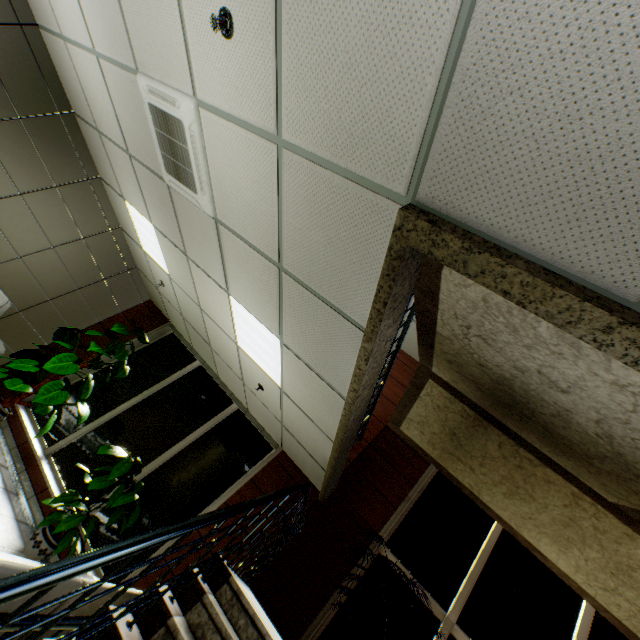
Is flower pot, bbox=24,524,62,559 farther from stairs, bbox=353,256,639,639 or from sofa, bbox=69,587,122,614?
stairs, bbox=353,256,639,639

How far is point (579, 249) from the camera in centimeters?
118cm

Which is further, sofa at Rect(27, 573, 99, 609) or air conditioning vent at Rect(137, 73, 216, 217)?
air conditioning vent at Rect(137, 73, 216, 217)

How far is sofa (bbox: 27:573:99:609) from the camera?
1.8m

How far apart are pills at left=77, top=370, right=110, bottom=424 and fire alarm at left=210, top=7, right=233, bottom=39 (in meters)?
5.79

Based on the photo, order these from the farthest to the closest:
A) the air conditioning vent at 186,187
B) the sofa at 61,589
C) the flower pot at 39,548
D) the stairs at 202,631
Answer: the flower pot at 39,548
the air conditioning vent at 186,187
the sofa at 61,589
the stairs at 202,631

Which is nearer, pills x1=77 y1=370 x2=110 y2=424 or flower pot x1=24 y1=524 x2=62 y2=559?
flower pot x1=24 y1=524 x2=62 y2=559

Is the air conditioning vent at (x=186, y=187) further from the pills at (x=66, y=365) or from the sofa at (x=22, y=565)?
the pills at (x=66, y=365)
